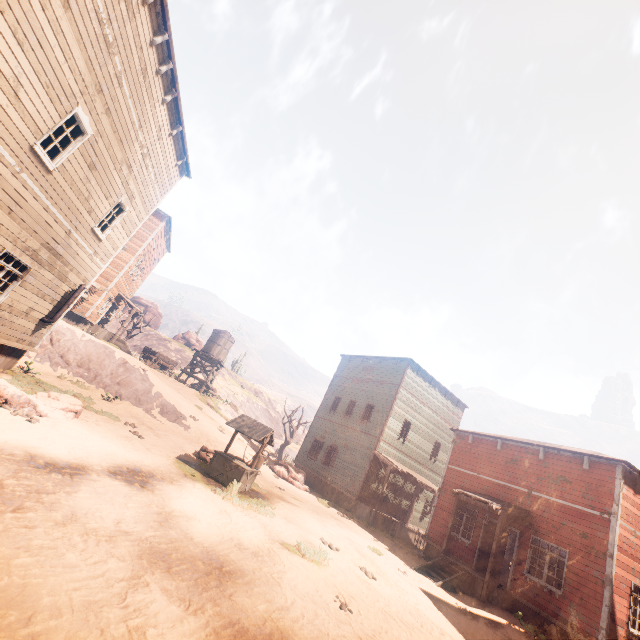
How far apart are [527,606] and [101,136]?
22.5 meters

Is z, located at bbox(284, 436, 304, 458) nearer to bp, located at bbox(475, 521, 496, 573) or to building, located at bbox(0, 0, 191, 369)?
building, located at bbox(0, 0, 191, 369)

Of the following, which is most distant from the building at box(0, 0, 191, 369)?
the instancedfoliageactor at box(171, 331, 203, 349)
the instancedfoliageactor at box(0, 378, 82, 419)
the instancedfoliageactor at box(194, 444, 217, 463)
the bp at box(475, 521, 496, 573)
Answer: the instancedfoliageactor at box(171, 331, 203, 349)

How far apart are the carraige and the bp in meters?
27.6

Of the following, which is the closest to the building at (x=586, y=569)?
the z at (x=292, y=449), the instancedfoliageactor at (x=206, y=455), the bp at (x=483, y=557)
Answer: the bp at (x=483, y=557)

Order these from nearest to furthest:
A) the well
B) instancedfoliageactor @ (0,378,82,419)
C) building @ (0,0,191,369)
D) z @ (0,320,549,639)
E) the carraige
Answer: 1. z @ (0,320,549,639)
2. building @ (0,0,191,369)
3. instancedfoliageactor @ (0,378,82,419)
4. the well
5. the carraige

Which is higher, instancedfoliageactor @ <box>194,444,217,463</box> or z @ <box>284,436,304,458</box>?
z @ <box>284,436,304,458</box>

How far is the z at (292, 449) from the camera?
43.7m
